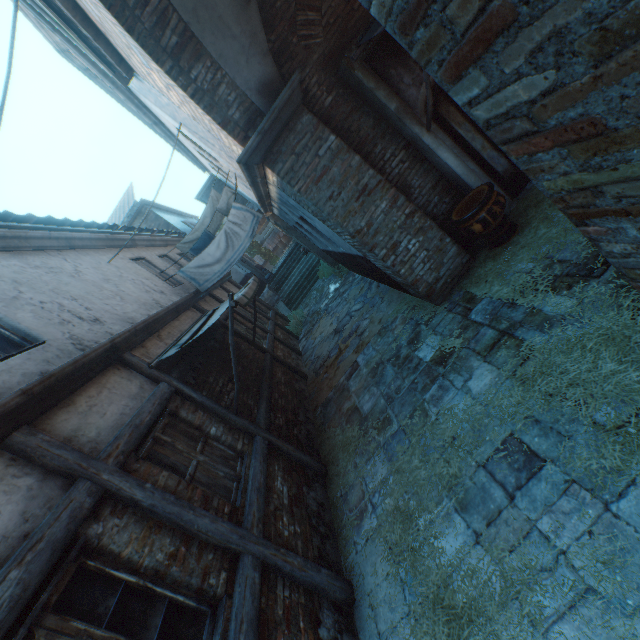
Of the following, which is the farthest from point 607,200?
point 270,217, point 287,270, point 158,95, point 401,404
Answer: point 287,270

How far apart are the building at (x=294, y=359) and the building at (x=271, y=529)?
4.3 meters

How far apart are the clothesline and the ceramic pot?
6.3 meters

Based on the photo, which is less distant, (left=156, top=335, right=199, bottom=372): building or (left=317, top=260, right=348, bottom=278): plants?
(left=156, top=335, right=199, bottom=372): building

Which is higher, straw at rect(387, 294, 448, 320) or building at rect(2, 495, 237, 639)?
building at rect(2, 495, 237, 639)

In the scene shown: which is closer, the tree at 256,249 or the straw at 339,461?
the straw at 339,461

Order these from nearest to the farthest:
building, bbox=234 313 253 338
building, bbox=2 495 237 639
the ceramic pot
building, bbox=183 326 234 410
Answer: building, bbox=2 495 237 639, the ceramic pot, building, bbox=183 326 234 410, building, bbox=234 313 253 338

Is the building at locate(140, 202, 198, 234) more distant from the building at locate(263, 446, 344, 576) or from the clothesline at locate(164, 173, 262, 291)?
the building at locate(263, 446, 344, 576)
